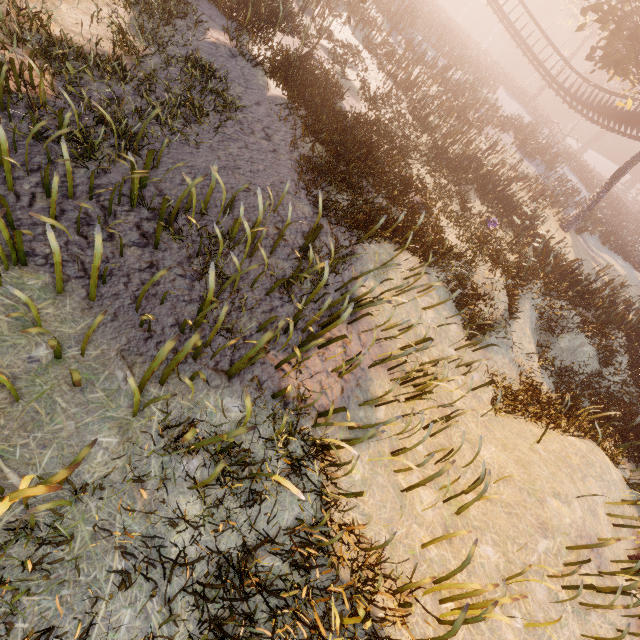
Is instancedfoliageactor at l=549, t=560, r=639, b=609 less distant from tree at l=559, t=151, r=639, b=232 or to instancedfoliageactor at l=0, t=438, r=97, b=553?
instancedfoliageactor at l=0, t=438, r=97, b=553

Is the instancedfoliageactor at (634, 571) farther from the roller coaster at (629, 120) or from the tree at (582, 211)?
the tree at (582, 211)

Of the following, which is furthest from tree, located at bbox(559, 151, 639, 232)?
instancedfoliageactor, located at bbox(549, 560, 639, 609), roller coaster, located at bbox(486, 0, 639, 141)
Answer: instancedfoliageactor, located at bbox(549, 560, 639, 609)

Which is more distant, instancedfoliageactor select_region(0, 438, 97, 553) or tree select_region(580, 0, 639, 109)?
tree select_region(580, 0, 639, 109)

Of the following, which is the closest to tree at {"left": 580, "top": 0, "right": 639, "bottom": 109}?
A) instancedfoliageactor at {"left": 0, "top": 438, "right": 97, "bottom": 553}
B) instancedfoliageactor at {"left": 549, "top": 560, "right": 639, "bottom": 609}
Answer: instancedfoliageactor at {"left": 0, "top": 438, "right": 97, "bottom": 553}

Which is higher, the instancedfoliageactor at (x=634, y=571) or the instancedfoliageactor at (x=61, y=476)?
the instancedfoliageactor at (x=61, y=476)

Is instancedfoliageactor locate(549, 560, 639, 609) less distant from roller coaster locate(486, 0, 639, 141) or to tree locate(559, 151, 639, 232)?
roller coaster locate(486, 0, 639, 141)

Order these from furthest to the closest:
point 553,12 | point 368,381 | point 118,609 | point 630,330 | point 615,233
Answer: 1. point 553,12
2. point 615,233
3. point 630,330
4. point 368,381
5. point 118,609
